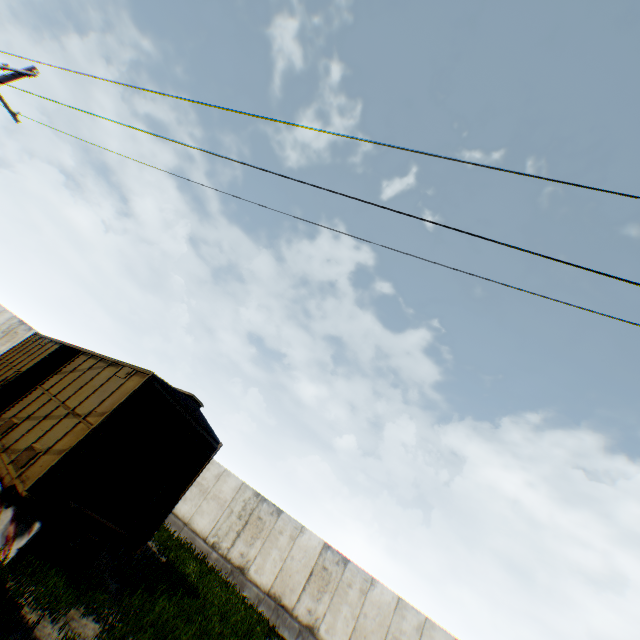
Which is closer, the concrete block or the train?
the concrete block

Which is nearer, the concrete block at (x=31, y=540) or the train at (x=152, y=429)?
the concrete block at (x=31, y=540)

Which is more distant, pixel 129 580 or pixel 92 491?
pixel 129 580

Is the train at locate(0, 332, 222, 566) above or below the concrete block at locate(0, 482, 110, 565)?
above

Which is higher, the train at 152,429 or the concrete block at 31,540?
the train at 152,429
